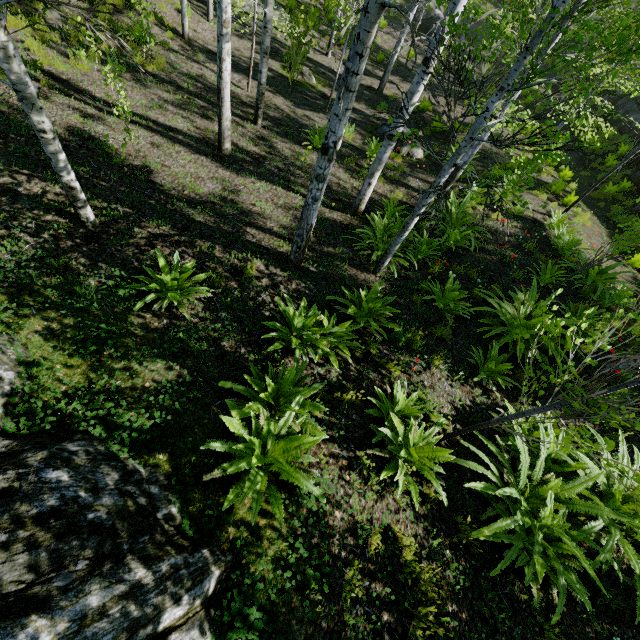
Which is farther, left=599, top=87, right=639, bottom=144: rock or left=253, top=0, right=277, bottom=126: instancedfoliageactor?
left=599, top=87, right=639, bottom=144: rock

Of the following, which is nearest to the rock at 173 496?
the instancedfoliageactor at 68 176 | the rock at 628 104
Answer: the instancedfoliageactor at 68 176

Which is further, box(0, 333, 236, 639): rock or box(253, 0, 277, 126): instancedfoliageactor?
box(253, 0, 277, 126): instancedfoliageactor

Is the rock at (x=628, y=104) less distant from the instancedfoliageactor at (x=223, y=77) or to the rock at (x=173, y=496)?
the instancedfoliageactor at (x=223, y=77)

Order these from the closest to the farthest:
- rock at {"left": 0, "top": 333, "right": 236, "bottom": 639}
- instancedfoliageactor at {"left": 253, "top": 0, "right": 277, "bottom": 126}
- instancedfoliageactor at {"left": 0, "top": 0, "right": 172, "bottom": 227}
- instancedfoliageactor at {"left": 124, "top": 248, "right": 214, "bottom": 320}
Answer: rock at {"left": 0, "top": 333, "right": 236, "bottom": 639}, instancedfoliageactor at {"left": 0, "top": 0, "right": 172, "bottom": 227}, instancedfoliageactor at {"left": 124, "top": 248, "right": 214, "bottom": 320}, instancedfoliageactor at {"left": 253, "top": 0, "right": 277, "bottom": 126}

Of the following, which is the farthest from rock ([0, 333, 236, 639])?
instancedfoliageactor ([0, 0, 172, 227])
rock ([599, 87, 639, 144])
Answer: rock ([599, 87, 639, 144])

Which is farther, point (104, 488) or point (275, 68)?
point (275, 68)
